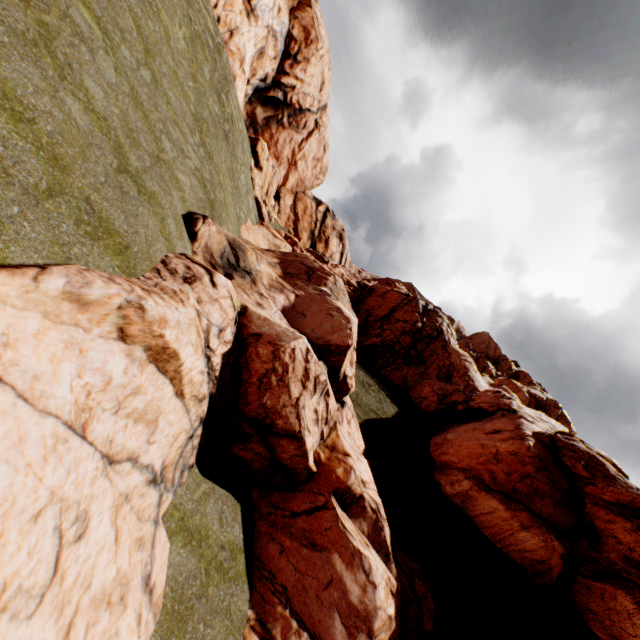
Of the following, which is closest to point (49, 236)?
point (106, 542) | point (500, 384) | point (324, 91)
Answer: point (106, 542)
